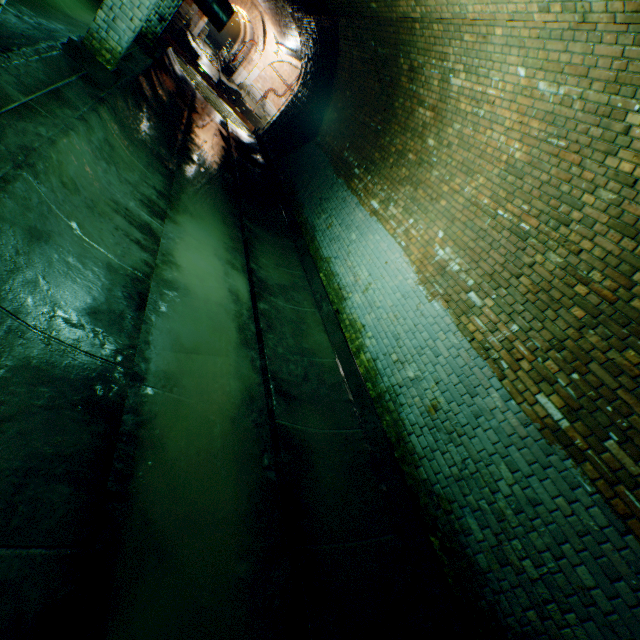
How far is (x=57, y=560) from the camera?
1.6m

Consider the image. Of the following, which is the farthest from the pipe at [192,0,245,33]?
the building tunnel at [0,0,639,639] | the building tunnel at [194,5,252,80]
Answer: the building tunnel at [194,5,252,80]

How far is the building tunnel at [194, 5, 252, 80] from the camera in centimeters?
2835cm

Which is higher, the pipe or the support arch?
the pipe

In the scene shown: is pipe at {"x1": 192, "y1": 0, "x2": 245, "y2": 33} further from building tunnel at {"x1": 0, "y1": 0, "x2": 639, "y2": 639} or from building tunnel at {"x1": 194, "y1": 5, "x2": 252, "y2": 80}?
building tunnel at {"x1": 194, "y1": 5, "x2": 252, "y2": 80}

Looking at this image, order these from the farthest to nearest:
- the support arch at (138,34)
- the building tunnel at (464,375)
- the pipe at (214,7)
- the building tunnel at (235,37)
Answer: the building tunnel at (235,37), the pipe at (214,7), the support arch at (138,34), the building tunnel at (464,375)

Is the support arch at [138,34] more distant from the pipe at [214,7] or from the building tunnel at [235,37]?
the building tunnel at [235,37]
